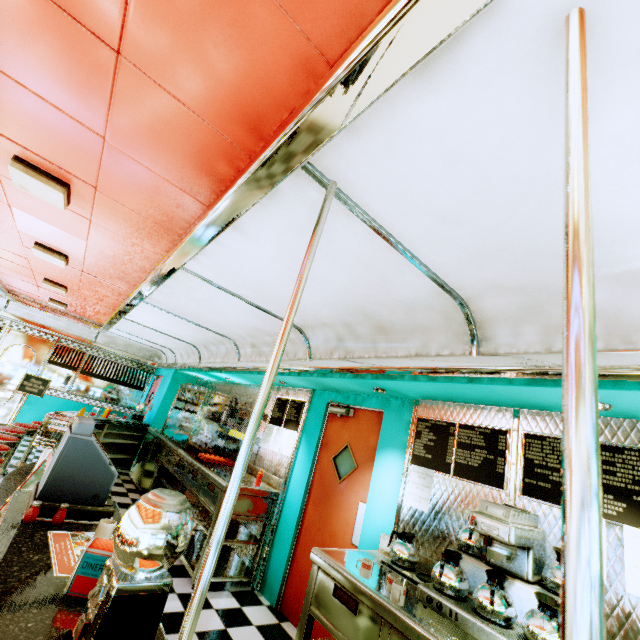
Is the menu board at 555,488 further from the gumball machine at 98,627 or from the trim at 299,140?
the gumball machine at 98,627

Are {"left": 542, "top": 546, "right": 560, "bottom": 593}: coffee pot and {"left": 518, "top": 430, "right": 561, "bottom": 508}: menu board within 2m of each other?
yes

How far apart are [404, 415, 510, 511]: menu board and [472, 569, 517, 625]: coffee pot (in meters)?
0.64

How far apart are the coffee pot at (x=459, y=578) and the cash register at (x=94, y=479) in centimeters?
212cm

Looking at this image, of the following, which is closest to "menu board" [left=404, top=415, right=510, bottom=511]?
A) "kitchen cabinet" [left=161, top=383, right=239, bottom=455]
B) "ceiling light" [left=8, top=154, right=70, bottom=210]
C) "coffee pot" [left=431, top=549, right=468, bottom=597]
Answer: "coffee pot" [left=431, top=549, right=468, bottom=597]

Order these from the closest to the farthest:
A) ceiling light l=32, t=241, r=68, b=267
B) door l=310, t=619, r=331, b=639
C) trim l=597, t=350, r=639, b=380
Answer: trim l=597, t=350, r=639, b=380 → door l=310, t=619, r=331, b=639 → ceiling light l=32, t=241, r=68, b=267

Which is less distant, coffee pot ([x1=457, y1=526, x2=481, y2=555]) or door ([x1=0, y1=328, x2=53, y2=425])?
coffee pot ([x1=457, y1=526, x2=481, y2=555])

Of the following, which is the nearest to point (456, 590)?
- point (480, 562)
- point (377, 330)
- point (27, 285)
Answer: point (480, 562)
